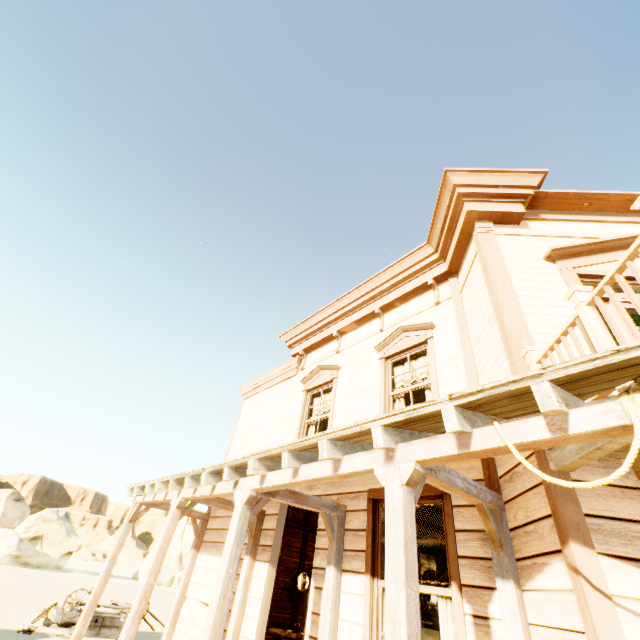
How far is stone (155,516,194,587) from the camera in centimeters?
3547cm

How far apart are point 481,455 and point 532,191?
4.9 meters

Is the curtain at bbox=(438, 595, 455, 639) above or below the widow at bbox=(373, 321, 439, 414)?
below

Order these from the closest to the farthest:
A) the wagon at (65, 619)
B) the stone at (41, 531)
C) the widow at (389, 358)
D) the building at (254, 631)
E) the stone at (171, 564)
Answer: the building at (254, 631) → the widow at (389, 358) → the wagon at (65, 619) → the stone at (41, 531) → the stone at (171, 564)

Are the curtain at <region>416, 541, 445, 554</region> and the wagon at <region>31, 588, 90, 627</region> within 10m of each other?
no

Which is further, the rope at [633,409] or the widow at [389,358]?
the widow at [389,358]

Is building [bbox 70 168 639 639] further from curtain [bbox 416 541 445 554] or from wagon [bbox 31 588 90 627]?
wagon [bbox 31 588 90 627]

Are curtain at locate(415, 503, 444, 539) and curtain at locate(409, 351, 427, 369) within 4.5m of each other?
yes
